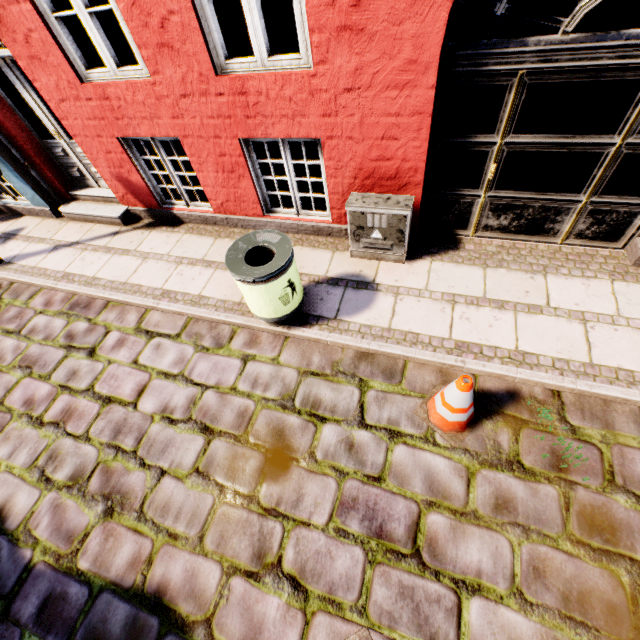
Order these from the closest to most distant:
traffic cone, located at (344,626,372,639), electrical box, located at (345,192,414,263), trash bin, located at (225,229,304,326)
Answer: traffic cone, located at (344,626,372,639) < trash bin, located at (225,229,304,326) < electrical box, located at (345,192,414,263)

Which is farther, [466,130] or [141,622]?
[466,130]

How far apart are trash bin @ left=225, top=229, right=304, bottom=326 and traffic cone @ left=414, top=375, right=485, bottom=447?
1.69m

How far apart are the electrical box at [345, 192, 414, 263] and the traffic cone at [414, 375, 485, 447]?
1.7m

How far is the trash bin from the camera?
3.2m

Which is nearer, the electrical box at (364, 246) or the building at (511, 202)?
the building at (511, 202)

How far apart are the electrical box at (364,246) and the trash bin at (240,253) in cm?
89

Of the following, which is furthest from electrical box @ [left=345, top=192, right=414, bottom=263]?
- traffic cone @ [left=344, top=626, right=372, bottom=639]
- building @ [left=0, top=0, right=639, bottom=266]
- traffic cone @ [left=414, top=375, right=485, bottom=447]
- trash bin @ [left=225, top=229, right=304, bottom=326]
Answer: traffic cone @ [left=344, top=626, right=372, bottom=639]
